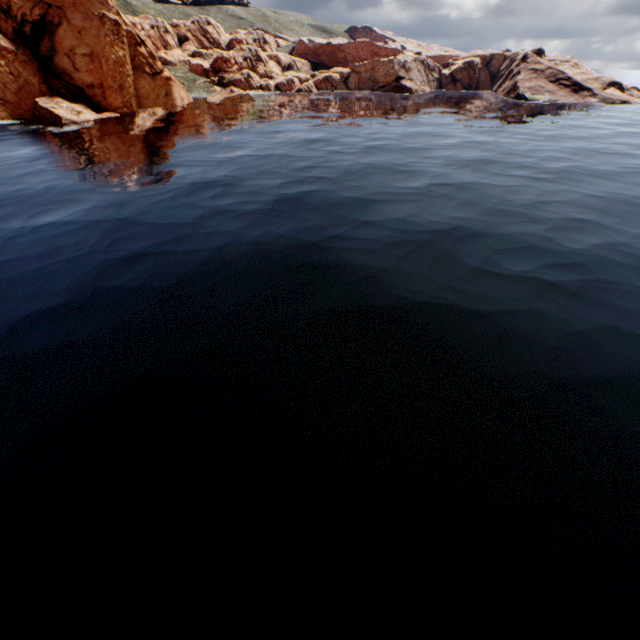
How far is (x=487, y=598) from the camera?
6.7 meters
